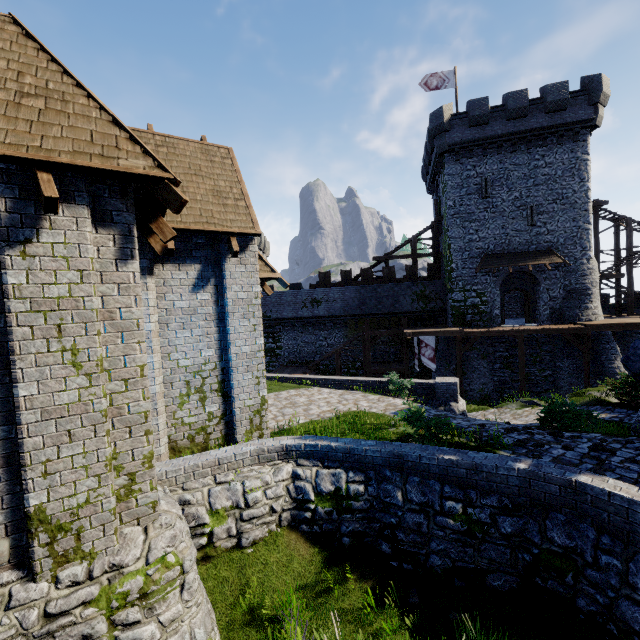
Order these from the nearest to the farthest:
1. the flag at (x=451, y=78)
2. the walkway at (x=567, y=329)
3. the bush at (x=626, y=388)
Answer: the bush at (x=626, y=388) → the walkway at (x=567, y=329) → the flag at (x=451, y=78)

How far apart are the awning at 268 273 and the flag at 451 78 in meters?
24.2 m

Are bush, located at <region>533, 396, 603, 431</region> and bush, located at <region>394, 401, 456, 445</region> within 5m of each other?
yes

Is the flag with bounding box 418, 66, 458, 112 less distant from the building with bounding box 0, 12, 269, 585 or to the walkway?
the walkway

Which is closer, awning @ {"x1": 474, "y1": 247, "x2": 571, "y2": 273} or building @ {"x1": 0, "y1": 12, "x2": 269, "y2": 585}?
building @ {"x1": 0, "y1": 12, "x2": 269, "y2": 585}

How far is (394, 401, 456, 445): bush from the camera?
7.69m

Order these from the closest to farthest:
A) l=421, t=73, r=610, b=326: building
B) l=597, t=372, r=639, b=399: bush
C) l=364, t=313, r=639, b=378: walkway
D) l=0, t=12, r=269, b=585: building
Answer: l=0, t=12, r=269, b=585: building, l=597, t=372, r=639, b=399: bush, l=364, t=313, r=639, b=378: walkway, l=421, t=73, r=610, b=326: building

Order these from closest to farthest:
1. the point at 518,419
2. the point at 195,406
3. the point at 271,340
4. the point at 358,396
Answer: the point at 195,406, the point at 358,396, the point at 518,419, the point at 271,340
